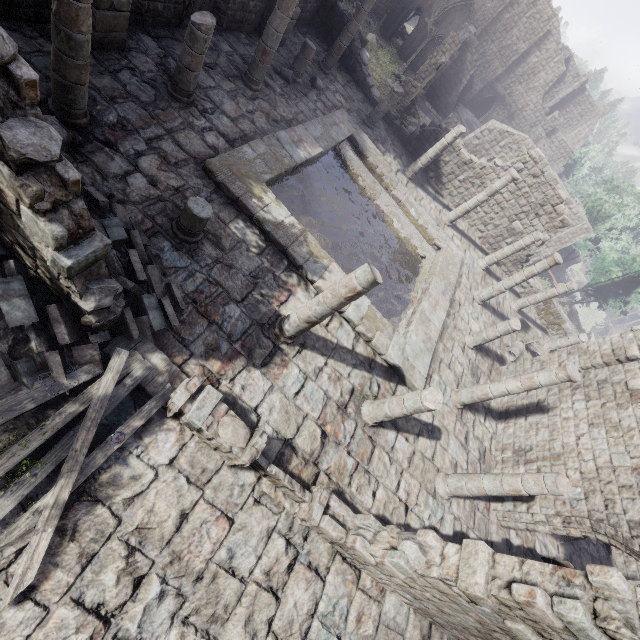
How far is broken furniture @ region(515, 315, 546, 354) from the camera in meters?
18.2 m

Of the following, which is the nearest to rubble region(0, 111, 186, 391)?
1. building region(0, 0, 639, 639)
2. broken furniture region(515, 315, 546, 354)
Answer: building region(0, 0, 639, 639)

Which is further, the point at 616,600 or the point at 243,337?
the point at 243,337

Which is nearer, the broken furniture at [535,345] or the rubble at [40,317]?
the rubble at [40,317]

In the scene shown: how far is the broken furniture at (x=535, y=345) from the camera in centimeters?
1820cm

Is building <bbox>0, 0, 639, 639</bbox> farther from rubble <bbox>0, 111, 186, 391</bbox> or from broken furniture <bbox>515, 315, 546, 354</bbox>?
broken furniture <bbox>515, 315, 546, 354</bbox>
